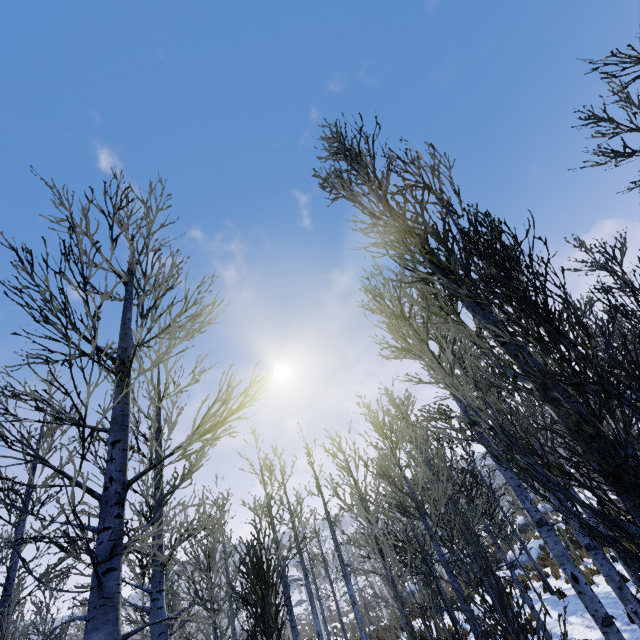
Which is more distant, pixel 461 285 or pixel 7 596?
pixel 7 596
